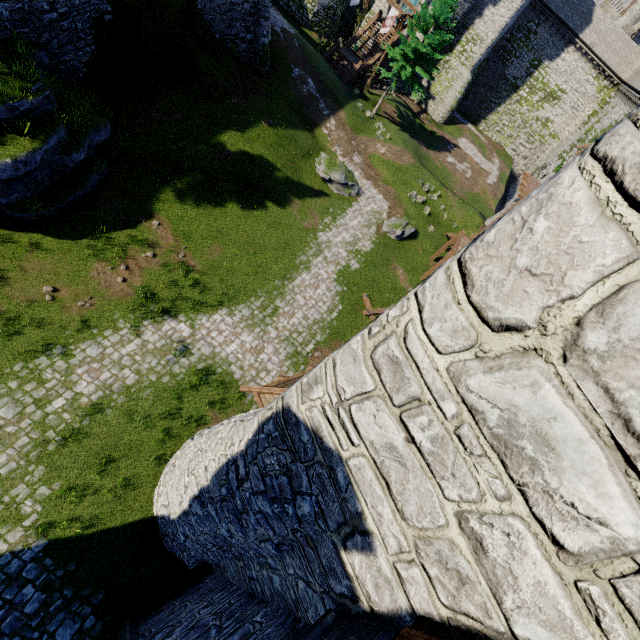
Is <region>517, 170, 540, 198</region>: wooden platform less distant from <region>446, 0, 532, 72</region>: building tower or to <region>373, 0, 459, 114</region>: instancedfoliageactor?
<region>373, 0, 459, 114</region>: instancedfoliageactor

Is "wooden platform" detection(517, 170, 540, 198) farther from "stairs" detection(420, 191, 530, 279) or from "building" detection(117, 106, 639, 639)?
"building" detection(117, 106, 639, 639)

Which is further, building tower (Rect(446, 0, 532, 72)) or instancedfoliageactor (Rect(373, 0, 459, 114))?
building tower (Rect(446, 0, 532, 72))

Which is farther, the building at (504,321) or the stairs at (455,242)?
the stairs at (455,242)

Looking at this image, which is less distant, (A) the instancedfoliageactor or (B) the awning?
(B) the awning

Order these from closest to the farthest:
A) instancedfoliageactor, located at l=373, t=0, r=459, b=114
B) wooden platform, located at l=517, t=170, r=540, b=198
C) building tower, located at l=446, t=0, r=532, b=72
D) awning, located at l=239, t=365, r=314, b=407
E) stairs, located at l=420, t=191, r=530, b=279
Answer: awning, located at l=239, t=365, r=314, b=407 → stairs, located at l=420, t=191, r=530, b=279 → wooden platform, located at l=517, t=170, r=540, b=198 → instancedfoliageactor, located at l=373, t=0, r=459, b=114 → building tower, located at l=446, t=0, r=532, b=72

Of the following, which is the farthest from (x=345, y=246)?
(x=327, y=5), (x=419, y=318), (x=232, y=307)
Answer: (x=327, y=5)

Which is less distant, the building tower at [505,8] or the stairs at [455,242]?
the stairs at [455,242]
